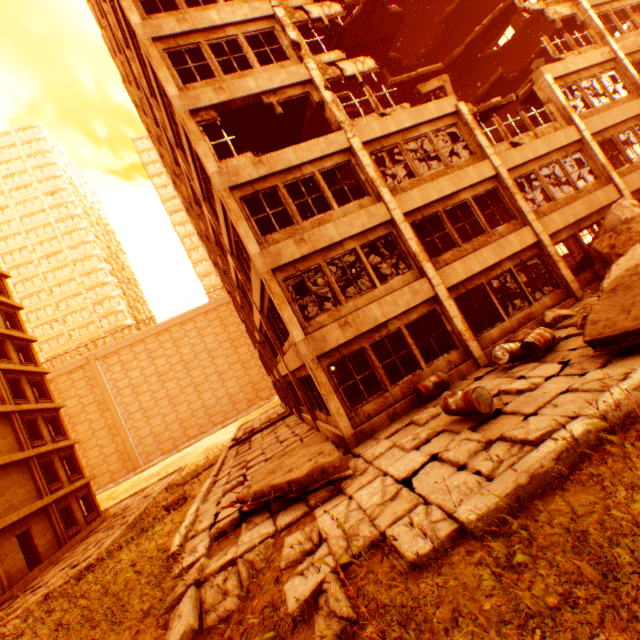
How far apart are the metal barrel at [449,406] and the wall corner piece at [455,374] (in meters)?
2.54

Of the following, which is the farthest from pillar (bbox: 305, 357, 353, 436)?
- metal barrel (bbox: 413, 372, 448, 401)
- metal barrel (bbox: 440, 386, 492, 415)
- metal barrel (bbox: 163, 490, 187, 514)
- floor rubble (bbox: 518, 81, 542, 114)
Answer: metal barrel (bbox: 163, 490, 187, 514)

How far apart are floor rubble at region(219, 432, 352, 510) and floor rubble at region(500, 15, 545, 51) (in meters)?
27.03

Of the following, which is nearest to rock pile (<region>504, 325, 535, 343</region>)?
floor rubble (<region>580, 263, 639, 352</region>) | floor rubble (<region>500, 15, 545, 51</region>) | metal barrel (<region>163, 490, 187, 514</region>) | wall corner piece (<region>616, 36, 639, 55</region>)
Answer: floor rubble (<region>580, 263, 639, 352</region>)

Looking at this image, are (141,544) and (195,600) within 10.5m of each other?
yes

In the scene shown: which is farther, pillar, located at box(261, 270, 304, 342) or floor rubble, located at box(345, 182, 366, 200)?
floor rubble, located at box(345, 182, 366, 200)

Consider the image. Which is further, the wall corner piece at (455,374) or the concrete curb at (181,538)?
the wall corner piece at (455,374)

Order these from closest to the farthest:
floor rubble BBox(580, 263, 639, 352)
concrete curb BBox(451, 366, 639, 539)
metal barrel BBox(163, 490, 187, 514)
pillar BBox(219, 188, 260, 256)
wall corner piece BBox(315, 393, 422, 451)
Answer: concrete curb BBox(451, 366, 639, 539) < floor rubble BBox(580, 263, 639, 352) < wall corner piece BBox(315, 393, 422, 451) < pillar BBox(219, 188, 260, 256) < metal barrel BBox(163, 490, 187, 514)
